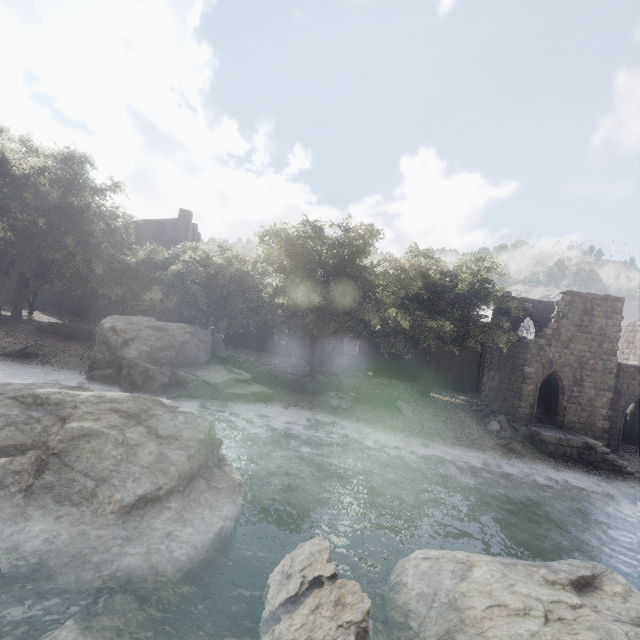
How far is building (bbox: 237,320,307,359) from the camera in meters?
36.8 m

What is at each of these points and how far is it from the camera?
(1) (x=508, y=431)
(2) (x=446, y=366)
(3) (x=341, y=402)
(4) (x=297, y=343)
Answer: (1) rubble, 21.5 meters
(2) building, 36.4 meters
(3) rubble, 20.8 meters
(4) building, 36.9 meters

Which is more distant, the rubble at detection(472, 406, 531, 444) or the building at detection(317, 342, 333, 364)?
the building at detection(317, 342, 333, 364)

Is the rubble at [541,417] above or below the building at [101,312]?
below

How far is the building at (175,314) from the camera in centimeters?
3555cm

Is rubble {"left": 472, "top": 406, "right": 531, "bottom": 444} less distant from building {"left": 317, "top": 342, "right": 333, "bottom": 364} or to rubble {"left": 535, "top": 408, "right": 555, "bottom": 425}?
building {"left": 317, "top": 342, "right": 333, "bottom": 364}

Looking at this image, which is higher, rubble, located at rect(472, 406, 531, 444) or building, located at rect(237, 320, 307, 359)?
building, located at rect(237, 320, 307, 359)
